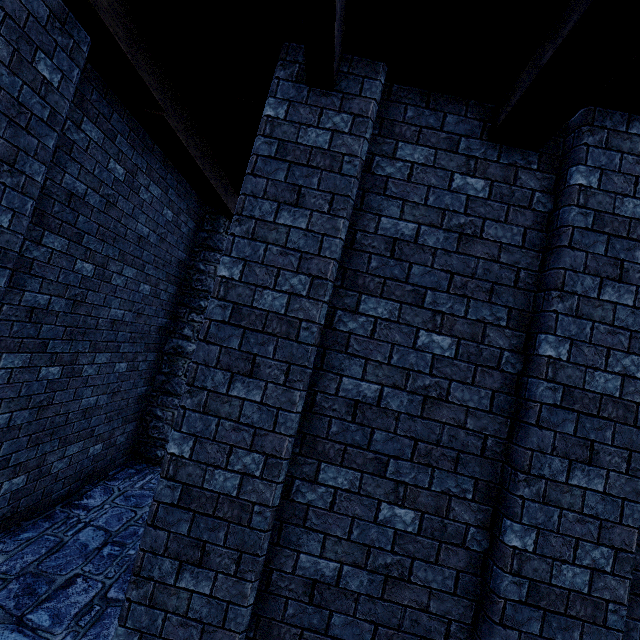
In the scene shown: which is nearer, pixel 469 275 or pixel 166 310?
pixel 469 275
